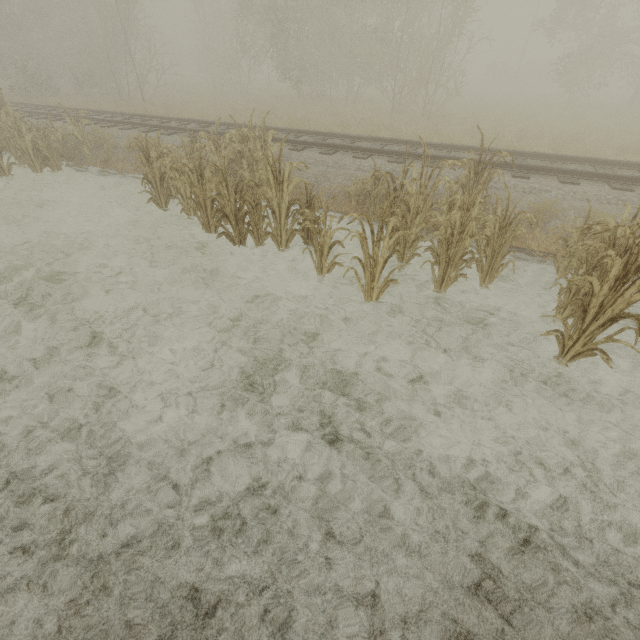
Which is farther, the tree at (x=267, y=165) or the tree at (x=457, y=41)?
the tree at (x=457, y=41)

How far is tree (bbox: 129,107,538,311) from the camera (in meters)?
4.57

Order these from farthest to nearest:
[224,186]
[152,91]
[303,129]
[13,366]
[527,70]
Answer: [527,70] → [152,91] → [303,129] → [224,186] → [13,366]

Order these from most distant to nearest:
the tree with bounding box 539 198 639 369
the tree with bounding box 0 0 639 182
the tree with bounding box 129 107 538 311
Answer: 1. the tree with bounding box 0 0 639 182
2. the tree with bounding box 129 107 538 311
3. the tree with bounding box 539 198 639 369

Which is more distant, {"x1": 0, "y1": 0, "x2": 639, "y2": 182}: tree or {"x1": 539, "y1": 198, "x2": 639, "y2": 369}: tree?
{"x1": 0, "y1": 0, "x2": 639, "y2": 182}: tree

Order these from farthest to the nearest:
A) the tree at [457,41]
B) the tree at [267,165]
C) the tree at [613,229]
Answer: the tree at [457,41] < the tree at [267,165] < the tree at [613,229]

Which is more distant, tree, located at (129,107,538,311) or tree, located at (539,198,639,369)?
tree, located at (129,107,538,311)
